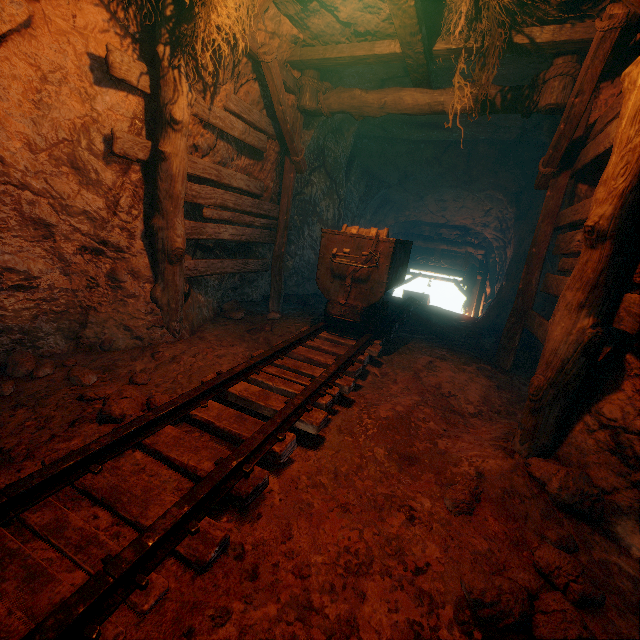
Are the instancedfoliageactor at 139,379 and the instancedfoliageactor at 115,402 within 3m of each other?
yes

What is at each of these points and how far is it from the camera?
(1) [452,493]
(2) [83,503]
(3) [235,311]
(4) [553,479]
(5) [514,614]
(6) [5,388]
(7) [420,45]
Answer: (1) instancedfoliageactor, 2.1m
(2) burlap sack, 1.7m
(3) instancedfoliageactor, 5.8m
(4) instancedfoliageactor, 2.2m
(5) instancedfoliageactor, 1.4m
(6) instancedfoliageactor, 2.6m
(7) burlap sack, 3.9m

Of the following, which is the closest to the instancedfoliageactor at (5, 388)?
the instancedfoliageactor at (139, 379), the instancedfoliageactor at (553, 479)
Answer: the instancedfoliageactor at (139, 379)

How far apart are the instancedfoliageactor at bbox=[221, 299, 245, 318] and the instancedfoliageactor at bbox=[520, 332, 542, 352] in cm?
523

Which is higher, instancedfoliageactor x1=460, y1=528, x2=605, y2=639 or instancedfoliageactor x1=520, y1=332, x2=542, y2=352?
instancedfoliageactor x1=520, y1=332, x2=542, y2=352

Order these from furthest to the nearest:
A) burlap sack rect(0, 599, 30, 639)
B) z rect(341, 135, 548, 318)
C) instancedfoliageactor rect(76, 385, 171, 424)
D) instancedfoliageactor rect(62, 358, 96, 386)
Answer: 1. z rect(341, 135, 548, 318)
2. instancedfoliageactor rect(62, 358, 96, 386)
3. instancedfoliageactor rect(76, 385, 171, 424)
4. burlap sack rect(0, 599, 30, 639)

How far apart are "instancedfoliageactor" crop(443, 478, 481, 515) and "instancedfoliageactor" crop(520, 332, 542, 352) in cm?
457

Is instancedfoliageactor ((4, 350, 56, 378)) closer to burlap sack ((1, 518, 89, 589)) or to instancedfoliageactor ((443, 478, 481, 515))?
burlap sack ((1, 518, 89, 589))
